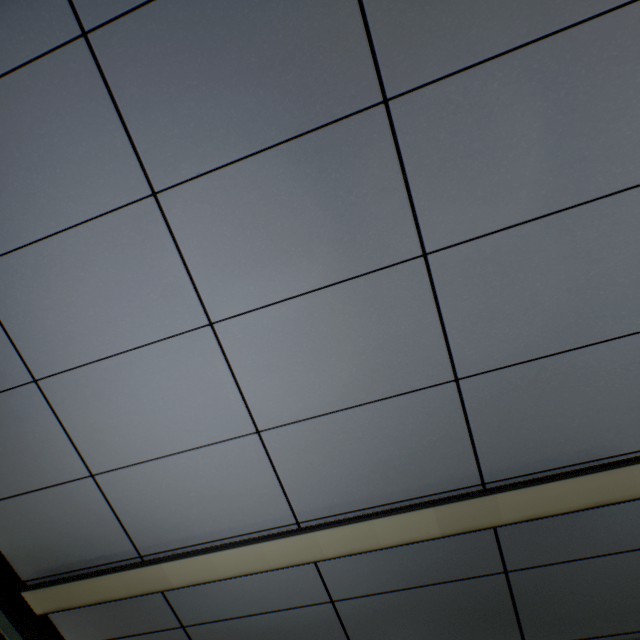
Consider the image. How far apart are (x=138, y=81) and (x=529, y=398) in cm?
173
